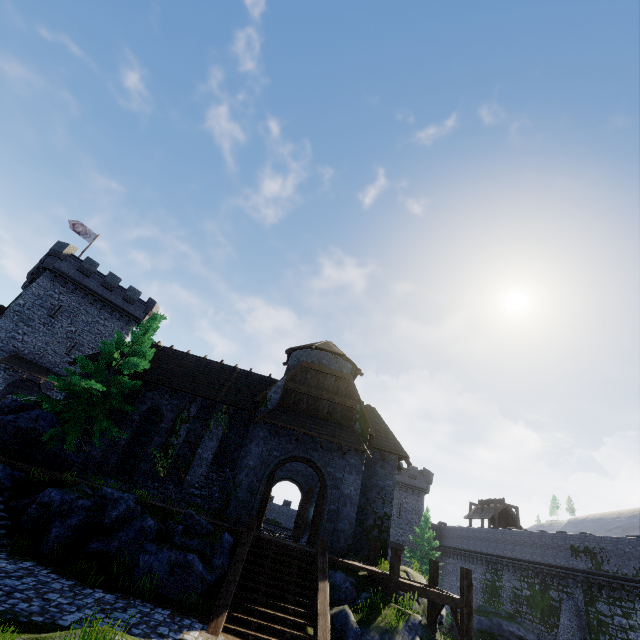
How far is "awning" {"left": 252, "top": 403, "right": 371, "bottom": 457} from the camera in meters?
16.8

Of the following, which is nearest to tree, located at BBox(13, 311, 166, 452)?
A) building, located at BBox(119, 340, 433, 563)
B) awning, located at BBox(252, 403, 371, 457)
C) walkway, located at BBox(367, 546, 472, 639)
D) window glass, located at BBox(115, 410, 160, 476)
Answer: building, located at BBox(119, 340, 433, 563)

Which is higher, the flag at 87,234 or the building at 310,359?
the flag at 87,234

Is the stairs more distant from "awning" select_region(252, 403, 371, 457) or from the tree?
the tree

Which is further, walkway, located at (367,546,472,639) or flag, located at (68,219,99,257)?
flag, located at (68,219,99,257)

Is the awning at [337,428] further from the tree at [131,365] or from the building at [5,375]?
the building at [5,375]

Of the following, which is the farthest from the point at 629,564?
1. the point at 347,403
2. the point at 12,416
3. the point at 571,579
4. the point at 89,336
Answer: the point at 89,336

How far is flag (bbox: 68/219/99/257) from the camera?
35.2m
